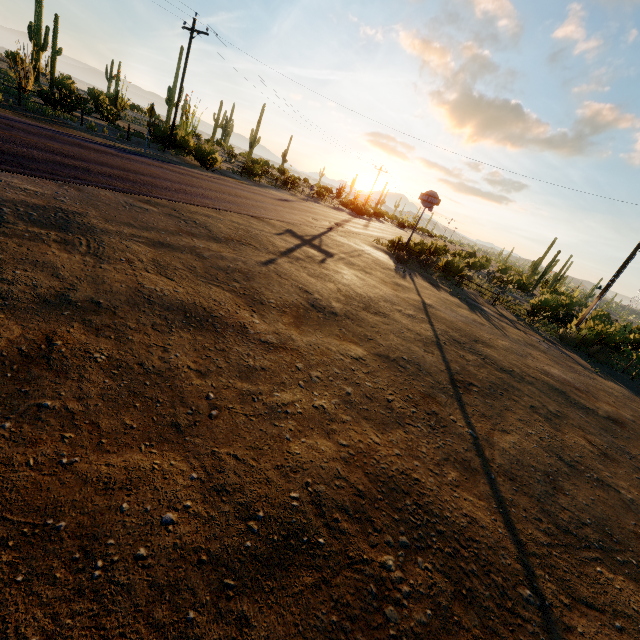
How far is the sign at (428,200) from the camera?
22.22m

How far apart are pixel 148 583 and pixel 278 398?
2.37m

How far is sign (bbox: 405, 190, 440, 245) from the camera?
22.2m
